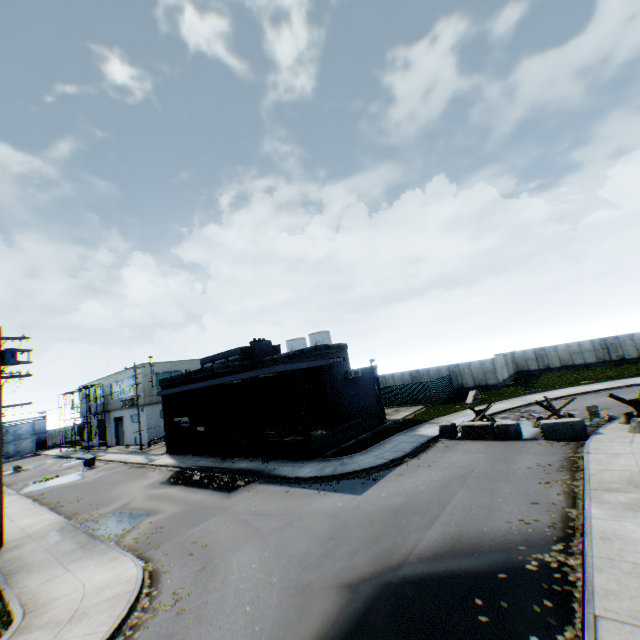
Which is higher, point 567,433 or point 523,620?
point 567,433

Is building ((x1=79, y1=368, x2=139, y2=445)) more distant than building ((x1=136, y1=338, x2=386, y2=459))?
Yes

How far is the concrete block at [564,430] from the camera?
15.5 meters

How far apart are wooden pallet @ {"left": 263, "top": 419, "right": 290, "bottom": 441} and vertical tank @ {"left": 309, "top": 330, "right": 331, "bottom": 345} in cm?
3358

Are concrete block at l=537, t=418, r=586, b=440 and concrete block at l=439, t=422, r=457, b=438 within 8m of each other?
yes

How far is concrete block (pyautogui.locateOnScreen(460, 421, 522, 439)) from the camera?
17.1m

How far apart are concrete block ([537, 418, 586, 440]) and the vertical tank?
41.6m

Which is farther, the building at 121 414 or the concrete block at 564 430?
the building at 121 414
